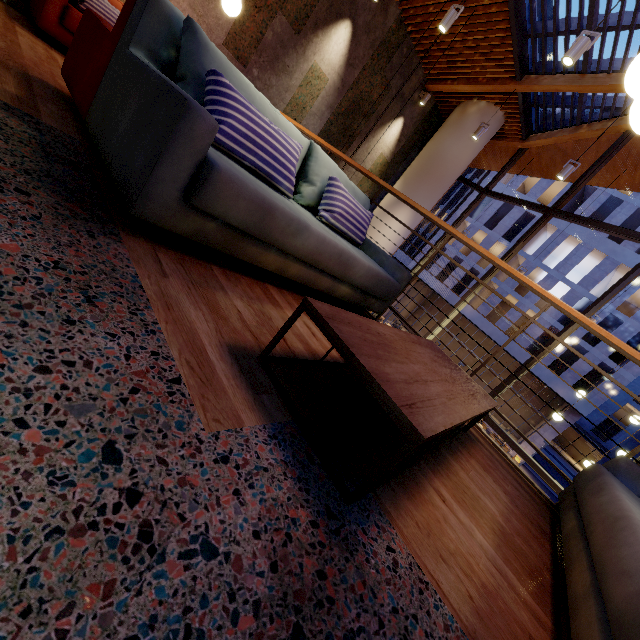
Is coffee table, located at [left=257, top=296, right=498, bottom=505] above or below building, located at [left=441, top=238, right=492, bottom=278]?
below

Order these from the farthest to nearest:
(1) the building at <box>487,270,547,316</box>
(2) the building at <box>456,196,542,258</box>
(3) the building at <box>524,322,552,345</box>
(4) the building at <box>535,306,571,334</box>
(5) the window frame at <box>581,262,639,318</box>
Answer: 1. (2) the building at <box>456,196,542,258</box>
2. (1) the building at <box>487,270,547,316</box>
3. (3) the building at <box>524,322,552,345</box>
4. (4) the building at <box>535,306,571,334</box>
5. (5) the window frame at <box>581,262,639,318</box>

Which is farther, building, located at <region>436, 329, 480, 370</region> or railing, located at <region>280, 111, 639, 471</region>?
building, located at <region>436, 329, 480, 370</region>

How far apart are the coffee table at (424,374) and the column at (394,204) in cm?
669

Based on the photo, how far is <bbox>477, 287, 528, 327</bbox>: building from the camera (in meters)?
26.98

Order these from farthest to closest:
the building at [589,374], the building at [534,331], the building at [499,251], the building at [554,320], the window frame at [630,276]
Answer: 1. the building at [499,251]
2. the building at [534,331]
3. the building at [554,320]
4. the building at [589,374]
5. the window frame at [630,276]

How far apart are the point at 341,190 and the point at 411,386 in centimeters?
180cm
